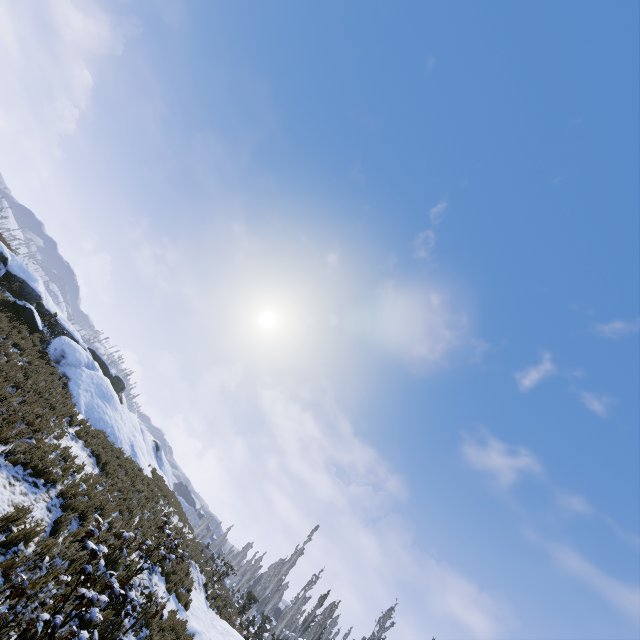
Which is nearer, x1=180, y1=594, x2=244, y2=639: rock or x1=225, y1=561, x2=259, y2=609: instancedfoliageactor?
x1=180, y1=594, x2=244, y2=639: rock

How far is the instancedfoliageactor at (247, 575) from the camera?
21.3 meters

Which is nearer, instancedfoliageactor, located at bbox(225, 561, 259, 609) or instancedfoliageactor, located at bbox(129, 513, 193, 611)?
instancedfoliageactor, located at bbox(129, 513, 193, 611)

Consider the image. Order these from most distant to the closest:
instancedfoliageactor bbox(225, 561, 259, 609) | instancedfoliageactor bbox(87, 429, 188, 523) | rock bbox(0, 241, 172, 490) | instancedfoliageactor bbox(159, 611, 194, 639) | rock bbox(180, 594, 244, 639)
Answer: instancedfoliageactor bbox(225, 561, 259, 609), rock bbox(0, 241, 172, 490), instancedfoliageactor bbox(87, 429, 188, 523), rock bbox(180, 594, 244, 639), instancedfoliageactor bbox(159, 611, 194, 639)

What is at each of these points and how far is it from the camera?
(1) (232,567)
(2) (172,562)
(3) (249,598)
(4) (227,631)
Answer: (1) instancedfoliageactor, 31.2m
(2) instancedfoliageactor, 14.0m
(3) instancedfoliageactor, 21.6m
(4) rock, 14.6m

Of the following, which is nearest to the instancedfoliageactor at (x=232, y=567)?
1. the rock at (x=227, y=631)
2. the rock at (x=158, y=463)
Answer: Answer: the rock at (x=227, y=631)
